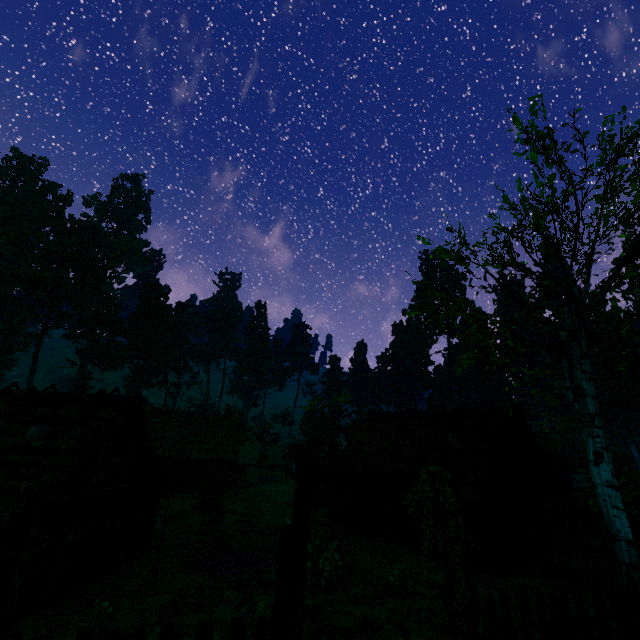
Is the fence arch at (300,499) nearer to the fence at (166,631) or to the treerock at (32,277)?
the fence at (166,631)

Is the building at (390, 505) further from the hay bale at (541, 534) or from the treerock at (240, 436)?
the hay bale at (541, 534)

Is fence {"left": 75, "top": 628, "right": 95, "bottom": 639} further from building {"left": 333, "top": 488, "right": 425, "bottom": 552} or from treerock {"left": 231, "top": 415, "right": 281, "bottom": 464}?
treerock {"left": 231, "top": 415, "right": 281, "bottom": 464}

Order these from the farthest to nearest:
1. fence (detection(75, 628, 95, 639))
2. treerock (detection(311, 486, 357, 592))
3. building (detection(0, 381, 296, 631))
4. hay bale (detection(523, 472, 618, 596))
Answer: treerock (detection(311, 486, 357, 592))
hay bale (detection(523, 472, 618, 596))
building (detection(0, 381, 296, 631))
fence (detection(75, 628, 95, 639))

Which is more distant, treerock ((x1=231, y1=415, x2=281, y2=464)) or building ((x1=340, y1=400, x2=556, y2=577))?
treerock ((x1=231, y1=415, x2=281, y2=464))

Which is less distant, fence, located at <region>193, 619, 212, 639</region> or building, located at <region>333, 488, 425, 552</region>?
fence, located at <region>193, 619, 212, 639</region>

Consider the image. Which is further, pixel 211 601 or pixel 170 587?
pixel 170 587
